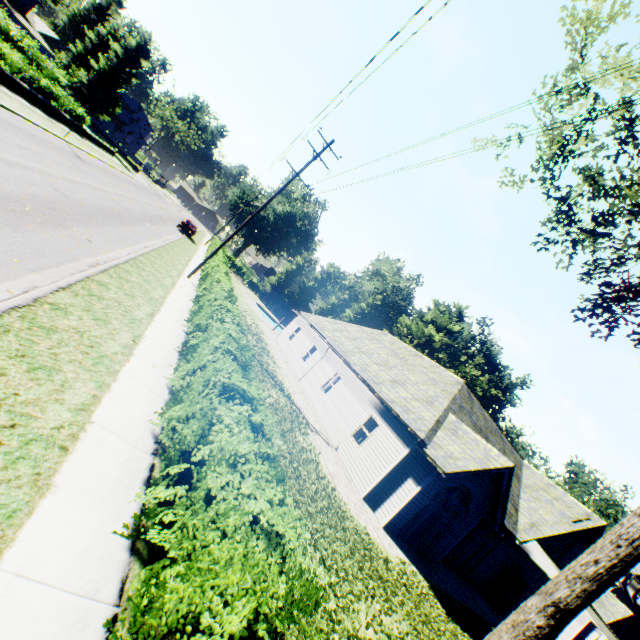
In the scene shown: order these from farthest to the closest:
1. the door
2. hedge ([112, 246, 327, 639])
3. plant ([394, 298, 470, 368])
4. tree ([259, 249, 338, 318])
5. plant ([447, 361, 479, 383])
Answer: tree ([259, 249, 338, 318])
plant ([394, 298, 470, 368])
plant ([447, 361, 479, 383])
the door
hedge ([112, 246, 327, 639])

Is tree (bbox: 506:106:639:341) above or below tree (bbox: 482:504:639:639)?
above

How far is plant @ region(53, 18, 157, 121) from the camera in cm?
4597

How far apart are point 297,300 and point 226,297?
42.0m

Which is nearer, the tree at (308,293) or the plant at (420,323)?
the plant at (420,323)

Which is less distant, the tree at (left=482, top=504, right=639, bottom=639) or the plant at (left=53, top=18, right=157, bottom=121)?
the tree at (left=482, top=504, right=639, bottom=639)

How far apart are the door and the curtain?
8.7 meters

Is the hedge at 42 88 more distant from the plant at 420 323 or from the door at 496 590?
the door at 496 590
